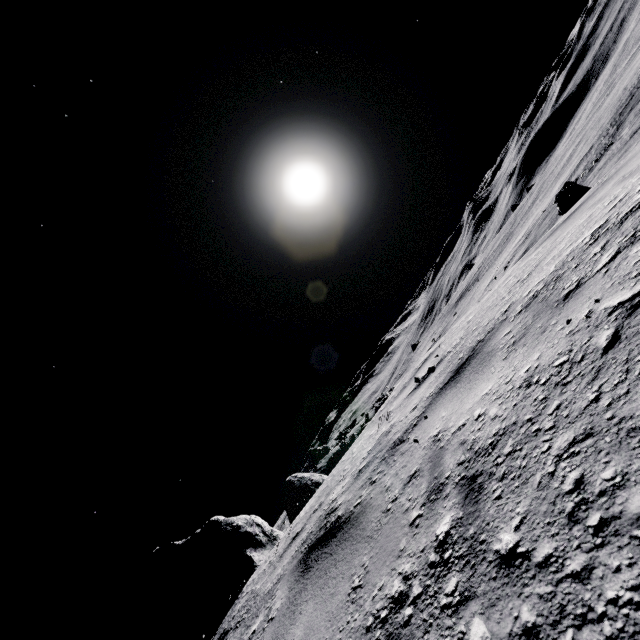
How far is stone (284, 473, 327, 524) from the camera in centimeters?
925cm

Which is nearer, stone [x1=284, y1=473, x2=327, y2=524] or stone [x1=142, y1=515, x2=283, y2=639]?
stone [x1=142, y1=515, x2=283, y2=639]

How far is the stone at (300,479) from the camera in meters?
9.2

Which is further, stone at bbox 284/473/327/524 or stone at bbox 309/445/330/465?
stone at bbox 309/445/330/465

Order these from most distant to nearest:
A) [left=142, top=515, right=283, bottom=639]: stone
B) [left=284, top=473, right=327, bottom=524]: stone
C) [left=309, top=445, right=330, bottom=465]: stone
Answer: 1. [left=309, top=445, right=330, bottom=465]: stone
2. [left=284, top=473, right=327, bottom=524]: stone
3. [left=142, top=515, right=283, bottom=639]: stone

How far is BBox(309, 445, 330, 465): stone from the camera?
48.8m

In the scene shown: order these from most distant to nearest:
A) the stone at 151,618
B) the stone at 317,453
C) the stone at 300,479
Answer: the stone at 317,453, the stone at 300,479, the stone at 151,618

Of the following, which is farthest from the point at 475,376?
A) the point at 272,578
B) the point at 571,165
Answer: the point at 571,165
